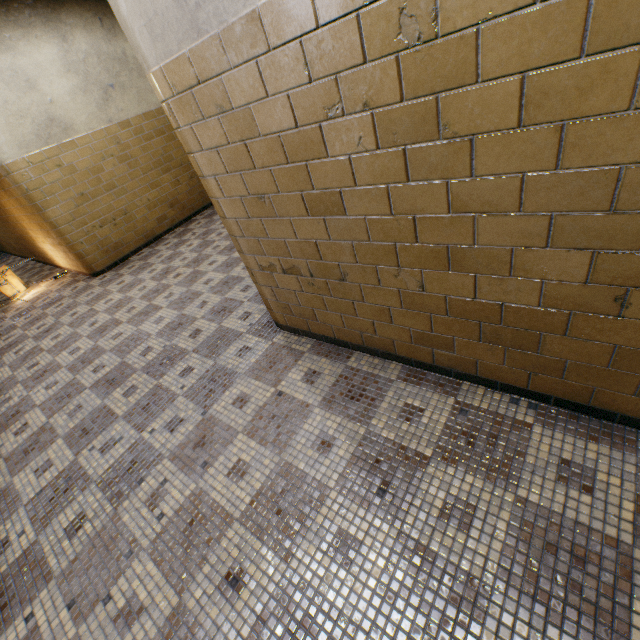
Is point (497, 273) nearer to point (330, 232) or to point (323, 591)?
point (330, 232)
